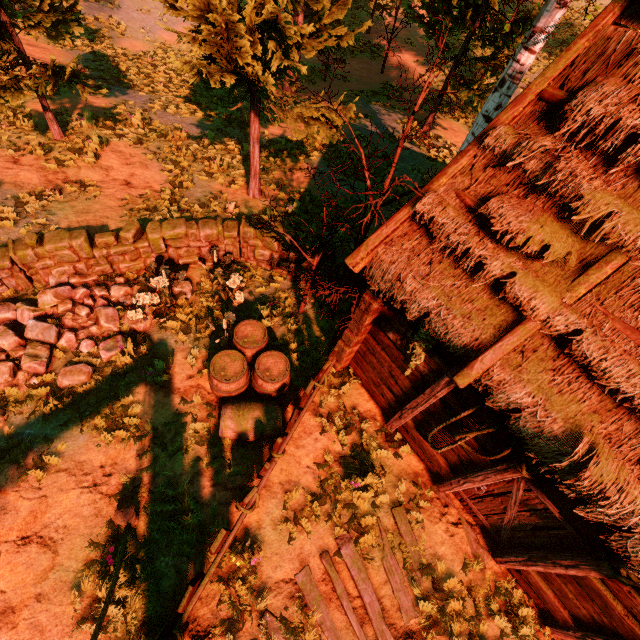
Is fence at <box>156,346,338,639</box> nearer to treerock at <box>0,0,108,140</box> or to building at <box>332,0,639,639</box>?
building at <box>332,0,639,639</box>

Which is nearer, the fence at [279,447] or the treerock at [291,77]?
the fence at [279,447]

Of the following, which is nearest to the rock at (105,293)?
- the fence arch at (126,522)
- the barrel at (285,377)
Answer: the barrel at (285,377)

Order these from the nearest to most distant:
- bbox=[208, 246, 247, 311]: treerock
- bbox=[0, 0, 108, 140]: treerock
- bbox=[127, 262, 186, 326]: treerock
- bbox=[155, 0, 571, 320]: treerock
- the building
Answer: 1. the building
2. bbox=[155, 0, 571, 320]: treerock
3. bbox=[127, 262, 186, 326]: treerock
4. bbox=[208, 246, 247, 311]: treerock
5. bbox=[0, 0, 108, 140]: treerock

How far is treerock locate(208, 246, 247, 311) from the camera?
6.8m

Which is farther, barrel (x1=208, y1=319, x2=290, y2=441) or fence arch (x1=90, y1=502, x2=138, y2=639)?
barrel (x1=208, y1=319, x2=290, y2=441)

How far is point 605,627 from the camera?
4.5 meters

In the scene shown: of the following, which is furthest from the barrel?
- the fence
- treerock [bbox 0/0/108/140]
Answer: treerock [bbox 0/0/108/140]
